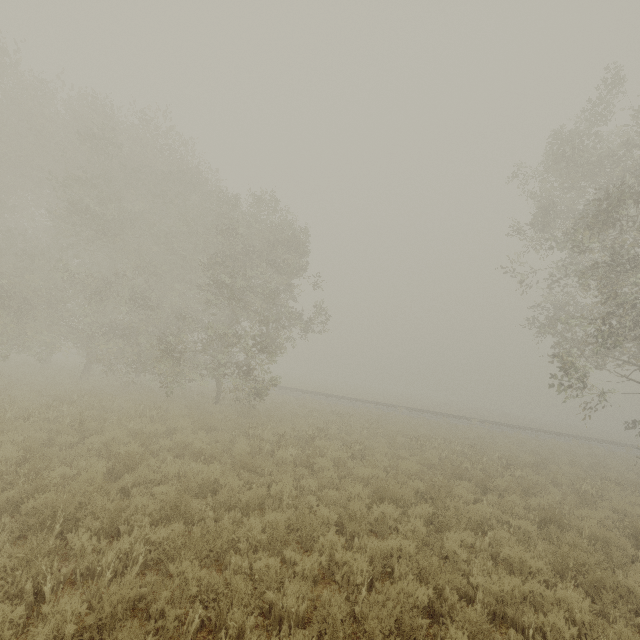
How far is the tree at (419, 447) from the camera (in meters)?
11.27

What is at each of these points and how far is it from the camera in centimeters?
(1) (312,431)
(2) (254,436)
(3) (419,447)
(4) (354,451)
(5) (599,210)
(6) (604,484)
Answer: (1) tree, 1360cm
(2) tree, 1225cm
(3) tree, 1434cm
(4) tree, 1211cm
(5) tree, 1009cm
(6) tree, 1190cm

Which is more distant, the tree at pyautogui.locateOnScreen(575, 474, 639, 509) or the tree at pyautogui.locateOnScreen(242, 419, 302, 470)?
the tree at pyautogui.locateOnScreen(575, 474, 639, 509)

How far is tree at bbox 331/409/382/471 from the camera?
11.0 meters

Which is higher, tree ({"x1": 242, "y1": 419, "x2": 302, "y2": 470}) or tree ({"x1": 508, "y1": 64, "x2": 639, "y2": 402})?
tree ({"x1": 508, "y1": 64, "x2": 639, "y2": 402})

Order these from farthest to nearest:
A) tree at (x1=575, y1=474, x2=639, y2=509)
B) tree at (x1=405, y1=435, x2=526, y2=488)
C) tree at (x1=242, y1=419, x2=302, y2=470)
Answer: tree at (x1=405, y1=435, x2=526, y2=488) → tree at (x1=575, y1=474, x2=639, y2=509) → tree at (x1=242, y1=419, x2=302, y2=470)

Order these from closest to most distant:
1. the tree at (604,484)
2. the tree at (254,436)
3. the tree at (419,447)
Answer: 1. the tree at (254,436)
2. the tree at (604,484)
3. the tree at (419,447)
